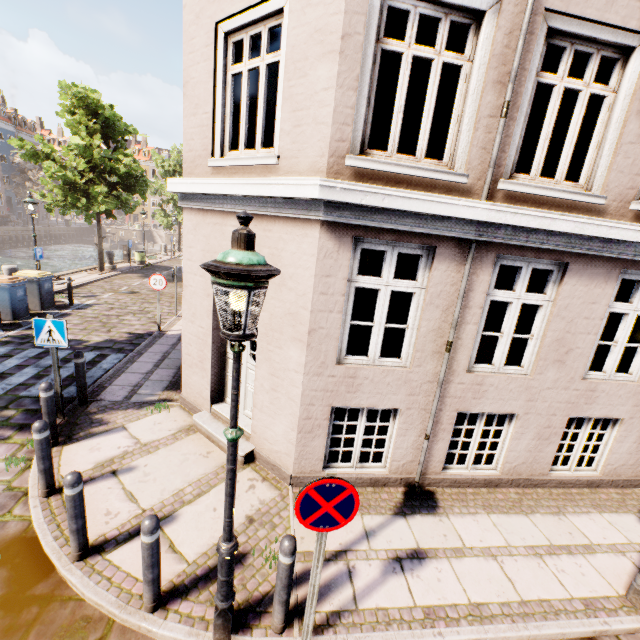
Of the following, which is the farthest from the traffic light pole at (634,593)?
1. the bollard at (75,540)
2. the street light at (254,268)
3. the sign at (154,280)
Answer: the sign at (154,280)

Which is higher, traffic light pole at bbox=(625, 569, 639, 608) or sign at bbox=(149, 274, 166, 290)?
sign at bbox=(149, 274, 166, 290)

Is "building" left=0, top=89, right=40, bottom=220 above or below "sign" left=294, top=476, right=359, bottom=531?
above

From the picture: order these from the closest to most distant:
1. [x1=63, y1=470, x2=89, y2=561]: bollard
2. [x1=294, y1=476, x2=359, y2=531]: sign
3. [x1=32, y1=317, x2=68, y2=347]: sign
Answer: [x1=294, y1=476, x2=359, y2=531]: sign, [x1=63, y1=470, x2=89, y2=561]: bollard, [x1=32, y1=317, x2=68, y2=347]: sign

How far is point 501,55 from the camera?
3.7m

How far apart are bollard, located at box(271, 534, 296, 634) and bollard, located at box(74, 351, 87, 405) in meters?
5.4

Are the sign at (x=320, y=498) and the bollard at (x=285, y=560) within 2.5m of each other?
yes

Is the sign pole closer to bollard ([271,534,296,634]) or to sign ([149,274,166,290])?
bollard ([271,534,296,634])
